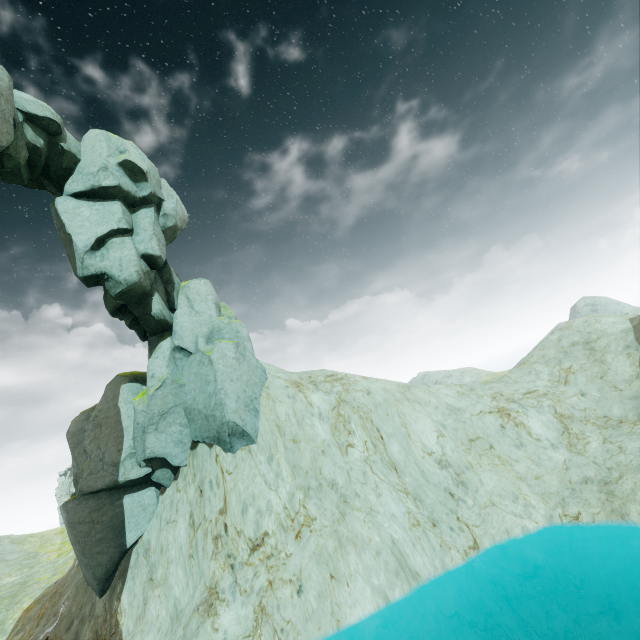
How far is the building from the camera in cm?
5453

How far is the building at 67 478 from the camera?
54.53m

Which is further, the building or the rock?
the building

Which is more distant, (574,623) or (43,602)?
(43,602)

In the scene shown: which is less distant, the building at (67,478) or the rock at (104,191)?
the rock at (104,191)
